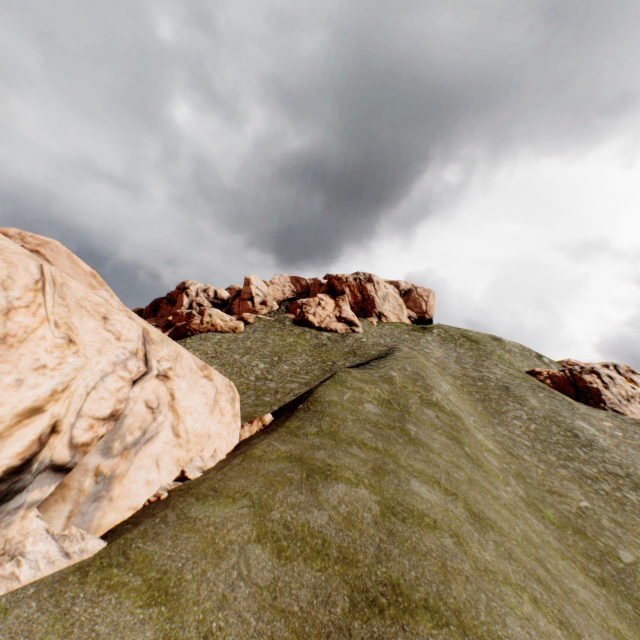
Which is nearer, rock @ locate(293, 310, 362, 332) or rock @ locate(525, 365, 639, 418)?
rock @ locate(525, 365, 639, 418)

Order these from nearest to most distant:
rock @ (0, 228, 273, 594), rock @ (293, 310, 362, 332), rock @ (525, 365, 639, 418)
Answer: rock @ (0, 228, 273, 594), rock @ (525, 365, 639, 418), rock @ (293, 310, 362, 332)

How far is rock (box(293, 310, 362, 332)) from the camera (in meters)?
56.94

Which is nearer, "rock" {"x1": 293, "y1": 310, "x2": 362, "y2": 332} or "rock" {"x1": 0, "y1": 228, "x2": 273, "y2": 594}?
"rock" {"x1": 0, "y1": 228, "x2": 273, "y2": 594}

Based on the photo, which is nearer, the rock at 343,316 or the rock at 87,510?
the rock at 87,510

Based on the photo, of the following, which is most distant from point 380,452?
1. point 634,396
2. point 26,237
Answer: point 634,396

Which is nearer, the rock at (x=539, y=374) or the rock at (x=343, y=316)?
the rock at (x=539, y=374)
